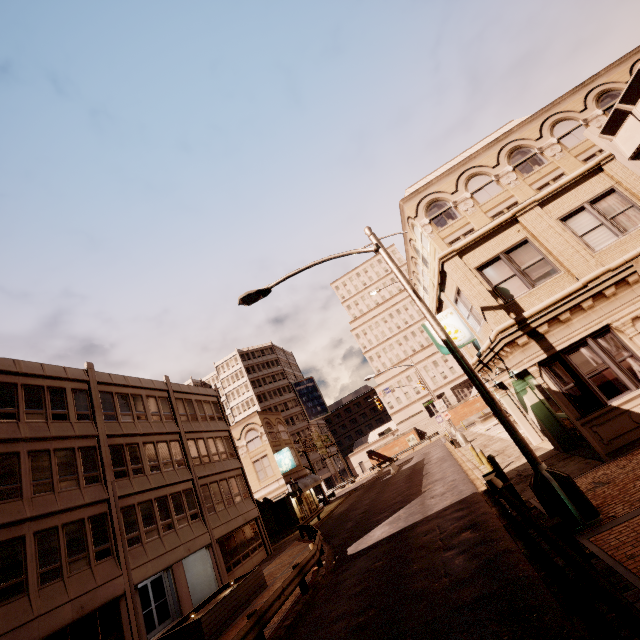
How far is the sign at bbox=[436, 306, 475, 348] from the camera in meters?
14.4 m

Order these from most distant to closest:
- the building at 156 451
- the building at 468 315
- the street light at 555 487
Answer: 1. the building at 156 451
2. the building at 468 315
3. the street light at 555 487

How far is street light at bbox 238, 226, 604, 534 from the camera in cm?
679

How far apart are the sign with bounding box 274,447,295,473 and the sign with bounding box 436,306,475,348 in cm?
2728

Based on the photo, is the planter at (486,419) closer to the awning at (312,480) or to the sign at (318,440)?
the awning at (312,480)

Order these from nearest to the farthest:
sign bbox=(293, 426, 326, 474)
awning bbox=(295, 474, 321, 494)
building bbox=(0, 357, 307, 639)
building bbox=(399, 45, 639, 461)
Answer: building bbox=(399, 45, 639, 461), building bbox=(0, 357, 307, 639), awning bbox=(295, 474, 321, 494), sign bbox=(293, 426, 326, 474)

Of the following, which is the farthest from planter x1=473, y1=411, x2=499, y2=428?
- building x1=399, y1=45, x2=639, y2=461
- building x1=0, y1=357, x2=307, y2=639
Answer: building x1=0, y1=357, x2=307, y2=639

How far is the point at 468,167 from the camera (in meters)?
24.88
